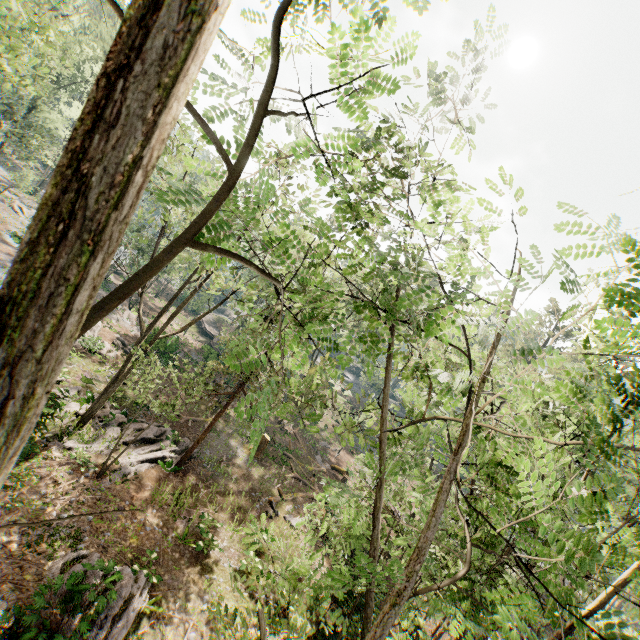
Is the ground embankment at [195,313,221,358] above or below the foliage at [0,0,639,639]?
below

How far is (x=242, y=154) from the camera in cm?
199

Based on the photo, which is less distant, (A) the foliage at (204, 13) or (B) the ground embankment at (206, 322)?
(A) the foliage at (204, 13)

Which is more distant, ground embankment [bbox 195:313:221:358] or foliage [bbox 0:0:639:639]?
ground embankment [bbox 195:313:221:358]

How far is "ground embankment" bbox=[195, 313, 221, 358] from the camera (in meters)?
42.36

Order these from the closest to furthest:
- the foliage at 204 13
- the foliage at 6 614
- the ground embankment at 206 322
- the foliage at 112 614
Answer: Result:
1. the foliage at 204 13
2. the foliage at 6 614
3. the foliage at 112 614
4. the ground embankment at 206 322

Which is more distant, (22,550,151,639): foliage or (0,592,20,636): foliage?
(22,550,151,639): foliage
